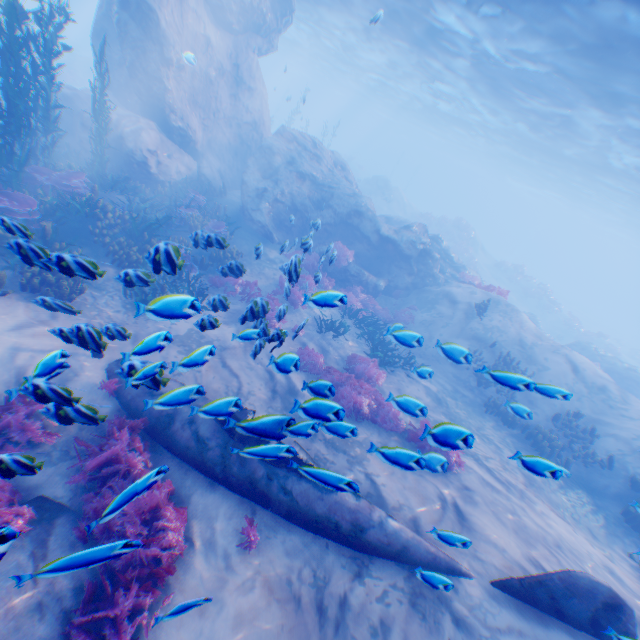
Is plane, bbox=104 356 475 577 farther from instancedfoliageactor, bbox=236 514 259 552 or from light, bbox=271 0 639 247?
light, bbox=271 0 639 247

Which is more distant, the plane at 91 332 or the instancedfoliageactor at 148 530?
the plane at 91 332

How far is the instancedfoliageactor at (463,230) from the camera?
33.2 meters

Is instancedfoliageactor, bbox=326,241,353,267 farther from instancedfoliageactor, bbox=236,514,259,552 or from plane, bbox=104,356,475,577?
plane, bbox=104,356,475,577

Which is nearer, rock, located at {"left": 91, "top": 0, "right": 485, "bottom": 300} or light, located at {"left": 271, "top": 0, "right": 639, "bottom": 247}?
light, located at {"left": 271, "top": 0, "right": 639, "bottom": 247}

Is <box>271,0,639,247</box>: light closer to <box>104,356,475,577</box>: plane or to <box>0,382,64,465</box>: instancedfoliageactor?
<box>104,356,475,577</box>: plane

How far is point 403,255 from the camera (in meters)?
17.02

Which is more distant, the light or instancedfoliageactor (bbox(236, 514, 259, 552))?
the light
